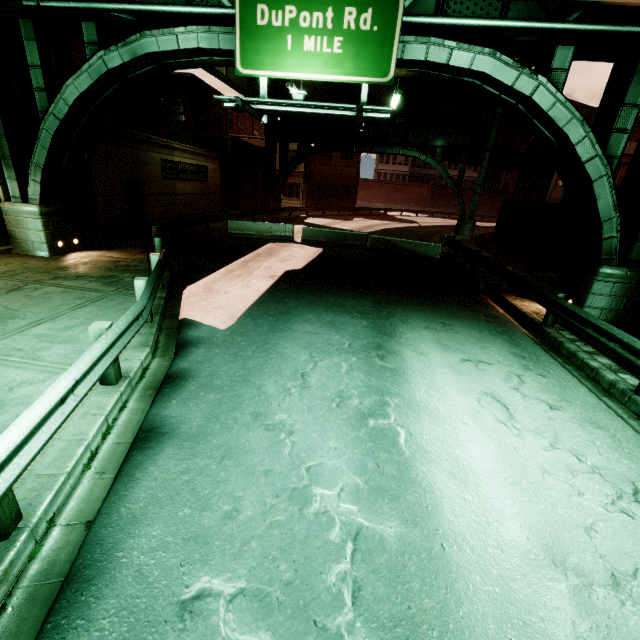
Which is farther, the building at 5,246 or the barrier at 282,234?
the barrier at 282,234

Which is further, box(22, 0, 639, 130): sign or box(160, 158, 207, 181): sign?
box(160, 158, 207, 181): sign

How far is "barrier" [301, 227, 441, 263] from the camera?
17.6 meters

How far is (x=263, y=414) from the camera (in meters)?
4.92

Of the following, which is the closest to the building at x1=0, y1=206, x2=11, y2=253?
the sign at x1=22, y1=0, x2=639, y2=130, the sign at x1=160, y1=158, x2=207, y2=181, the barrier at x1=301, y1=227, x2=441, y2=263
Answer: the sign at x1=22, y1=0, x2=639, y2=130

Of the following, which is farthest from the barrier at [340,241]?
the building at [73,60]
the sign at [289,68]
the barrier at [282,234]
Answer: the building at [73,60]

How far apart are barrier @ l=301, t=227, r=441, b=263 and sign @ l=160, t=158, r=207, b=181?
13.09m

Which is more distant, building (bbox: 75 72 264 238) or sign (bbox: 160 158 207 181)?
sign (bbox: 160 158 207 181)
